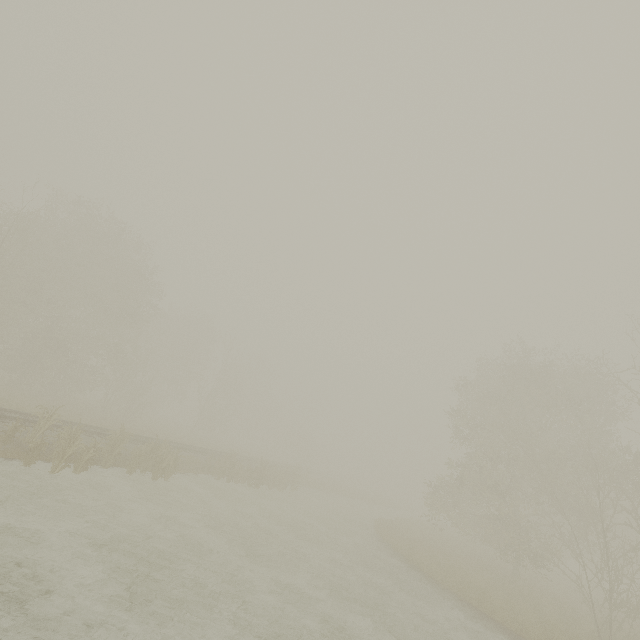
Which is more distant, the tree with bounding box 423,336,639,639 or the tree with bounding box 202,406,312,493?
the tree with bounding box 202,406,312,493

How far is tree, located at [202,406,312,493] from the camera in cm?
2214

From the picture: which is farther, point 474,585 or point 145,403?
point 145,403

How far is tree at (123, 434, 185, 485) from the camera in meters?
15.2 m

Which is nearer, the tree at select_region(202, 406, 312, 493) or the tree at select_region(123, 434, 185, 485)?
the tree at select_region(123, 434, 185, 485)

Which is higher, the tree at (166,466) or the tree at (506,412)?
the tree at (506,412)

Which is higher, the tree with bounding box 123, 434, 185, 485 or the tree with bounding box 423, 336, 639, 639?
the tree with bounding box 423, 336, 639, 639

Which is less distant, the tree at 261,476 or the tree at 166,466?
the tree at 166,466
